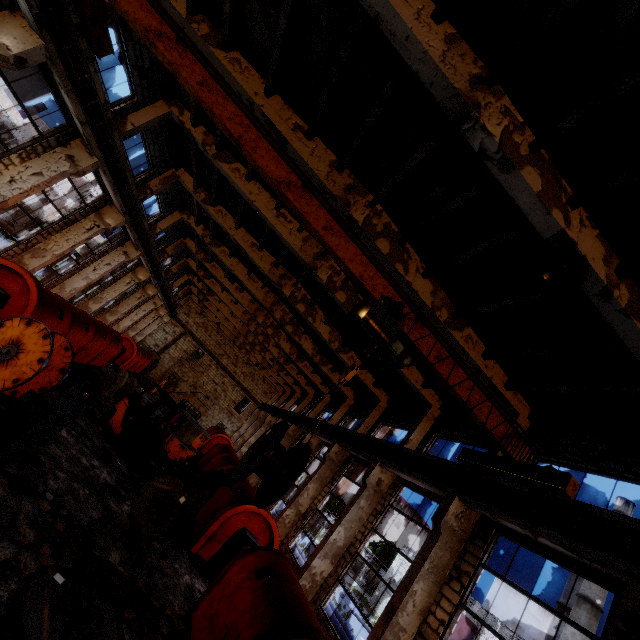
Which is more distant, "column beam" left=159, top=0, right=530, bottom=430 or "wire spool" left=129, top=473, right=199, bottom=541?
"column beam" left=159, top=0, right=530, bottom=430

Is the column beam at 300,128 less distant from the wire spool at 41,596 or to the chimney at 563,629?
the wire spool at 41,596

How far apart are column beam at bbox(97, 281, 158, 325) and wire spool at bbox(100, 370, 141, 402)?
11.24m

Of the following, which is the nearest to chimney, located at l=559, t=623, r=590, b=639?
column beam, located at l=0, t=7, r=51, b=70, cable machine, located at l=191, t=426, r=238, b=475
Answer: cable machine, located at l=191, t=426, r=238, b=475

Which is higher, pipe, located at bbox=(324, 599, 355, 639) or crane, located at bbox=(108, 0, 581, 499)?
crane, located at bbox=(108, 0, 581, 499)

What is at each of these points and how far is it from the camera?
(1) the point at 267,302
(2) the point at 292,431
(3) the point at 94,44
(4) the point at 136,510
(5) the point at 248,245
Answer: (1) column beam, 22.4 meters
(2) column beam, 25.8 meters
(3) crane, 8.5 meters
(4) wire spool, 8.5 meters
(5) column beam, 18.0 meters

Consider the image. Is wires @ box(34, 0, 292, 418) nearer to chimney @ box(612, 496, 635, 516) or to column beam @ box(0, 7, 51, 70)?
column beam @ box(0, 7, 51, 70)

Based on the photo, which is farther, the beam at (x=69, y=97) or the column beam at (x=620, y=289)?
the beam at (x=69, y=97)
